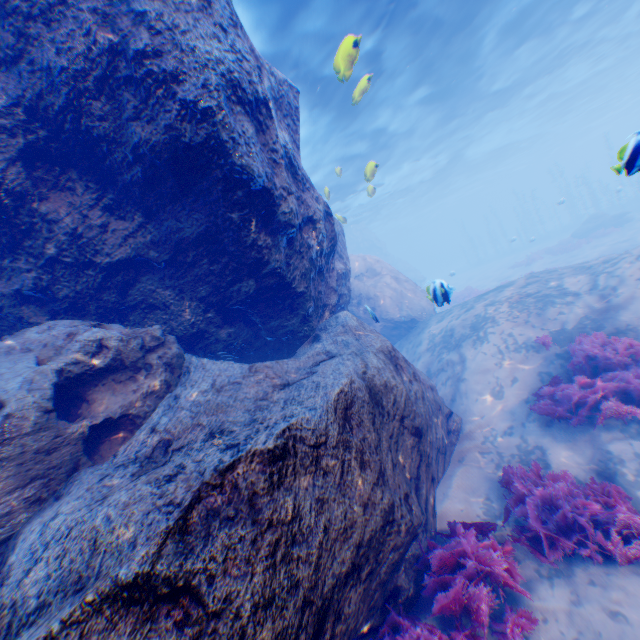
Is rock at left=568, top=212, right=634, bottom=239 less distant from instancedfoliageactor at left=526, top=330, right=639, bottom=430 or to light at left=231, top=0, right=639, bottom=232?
light at left=231, top=0, right=639, bottom=232

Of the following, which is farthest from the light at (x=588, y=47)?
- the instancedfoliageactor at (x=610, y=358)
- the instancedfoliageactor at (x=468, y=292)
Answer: the instancedfoliageactor at (x=468, y=292)

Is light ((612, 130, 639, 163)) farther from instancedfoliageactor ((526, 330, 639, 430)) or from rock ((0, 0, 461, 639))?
instancedfoliageactor ((526, 330, 639, 430))

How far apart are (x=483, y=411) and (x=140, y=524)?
7.3 meters

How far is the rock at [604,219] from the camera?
25.27m

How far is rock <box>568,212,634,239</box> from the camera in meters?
25.3 m

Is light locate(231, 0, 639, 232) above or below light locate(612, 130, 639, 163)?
above

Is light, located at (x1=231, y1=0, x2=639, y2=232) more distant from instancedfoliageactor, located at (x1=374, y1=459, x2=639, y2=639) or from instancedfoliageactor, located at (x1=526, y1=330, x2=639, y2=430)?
instancedfoliageactor, located at (x1=374, y1=459, x2=639, y2=639)
